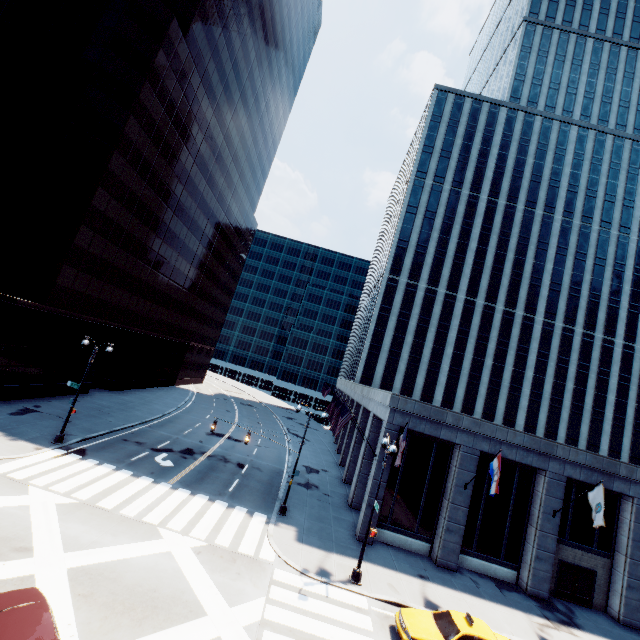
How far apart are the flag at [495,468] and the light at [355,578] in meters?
6.4 m

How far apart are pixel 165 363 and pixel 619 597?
56.4m

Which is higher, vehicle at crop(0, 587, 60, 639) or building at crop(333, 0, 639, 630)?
building at crop(333, 0, 639, 630)

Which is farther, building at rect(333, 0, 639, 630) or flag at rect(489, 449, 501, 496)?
building at rect(333, 0, 639, 630)

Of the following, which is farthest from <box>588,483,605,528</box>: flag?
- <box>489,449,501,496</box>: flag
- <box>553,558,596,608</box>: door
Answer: <box>489,449,501,496</box>: flag

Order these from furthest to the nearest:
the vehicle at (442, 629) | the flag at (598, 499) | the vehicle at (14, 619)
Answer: the flag at (598, 499), the vehicle at (442, 629), the vehicle at (14, 619)

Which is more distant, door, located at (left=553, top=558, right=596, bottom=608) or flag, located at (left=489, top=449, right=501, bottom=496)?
door, located at (left=553, top=558, right=596, bottom=608)

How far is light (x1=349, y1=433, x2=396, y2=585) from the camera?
16.6 meters
